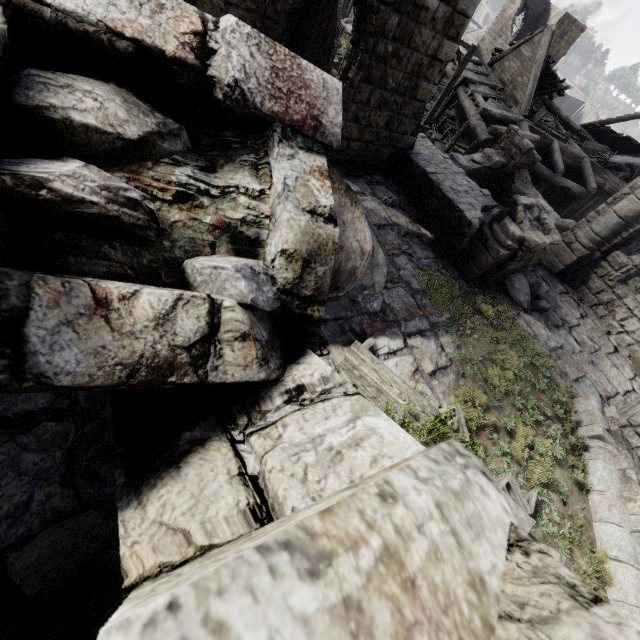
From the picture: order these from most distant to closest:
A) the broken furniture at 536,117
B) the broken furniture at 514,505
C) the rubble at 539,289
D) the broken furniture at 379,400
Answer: the broken furniture at 536,117
the rubble at 539,289
the broken furniture at 379,400
the broken furniture at 514,505

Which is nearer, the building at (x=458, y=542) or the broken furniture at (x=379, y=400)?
the building at (x=458, y=542)

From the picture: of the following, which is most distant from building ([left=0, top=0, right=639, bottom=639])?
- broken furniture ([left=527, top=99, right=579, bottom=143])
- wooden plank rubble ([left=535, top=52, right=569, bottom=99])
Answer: broken furniture ([left=527, top=99, right=579, bottom=143])

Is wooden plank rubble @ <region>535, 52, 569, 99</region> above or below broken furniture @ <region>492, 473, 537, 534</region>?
above

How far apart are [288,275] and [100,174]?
0.64m

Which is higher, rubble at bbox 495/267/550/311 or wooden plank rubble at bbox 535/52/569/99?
wooden plank rubble at bbox 535/52/569/99

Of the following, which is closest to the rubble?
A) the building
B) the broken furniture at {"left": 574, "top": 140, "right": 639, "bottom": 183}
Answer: the building

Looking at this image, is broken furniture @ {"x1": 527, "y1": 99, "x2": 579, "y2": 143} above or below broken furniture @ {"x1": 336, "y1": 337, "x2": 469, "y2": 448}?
above
